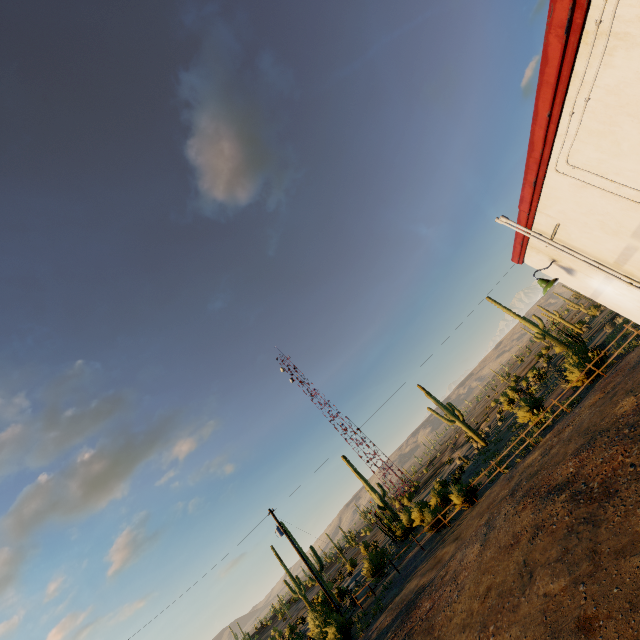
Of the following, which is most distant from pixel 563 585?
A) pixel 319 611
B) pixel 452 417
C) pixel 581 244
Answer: pixel 452 417

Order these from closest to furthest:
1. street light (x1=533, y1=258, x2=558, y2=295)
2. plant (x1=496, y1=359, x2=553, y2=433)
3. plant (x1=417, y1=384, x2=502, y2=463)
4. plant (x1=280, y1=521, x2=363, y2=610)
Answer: street light (x1=533, y1=258, x2=558, y2=295)
plant (x1=496, y1=359, x2=553, y2=433)
plant (x1=417, y1=384, x2=502, y2=463)
plant (x1=280, y1=521, x2=363, y2=610)

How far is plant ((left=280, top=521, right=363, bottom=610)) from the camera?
28.96m

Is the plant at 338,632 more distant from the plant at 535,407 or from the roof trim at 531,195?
the roof trim at 531,195

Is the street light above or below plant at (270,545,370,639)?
above

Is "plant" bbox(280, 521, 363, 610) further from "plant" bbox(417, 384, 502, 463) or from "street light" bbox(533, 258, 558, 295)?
"street light" bbox(533, 258, 558, 295)

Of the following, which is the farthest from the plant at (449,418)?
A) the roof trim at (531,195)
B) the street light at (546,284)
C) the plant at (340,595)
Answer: the street light at (546,284)

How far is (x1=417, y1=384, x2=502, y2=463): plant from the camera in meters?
27.6
